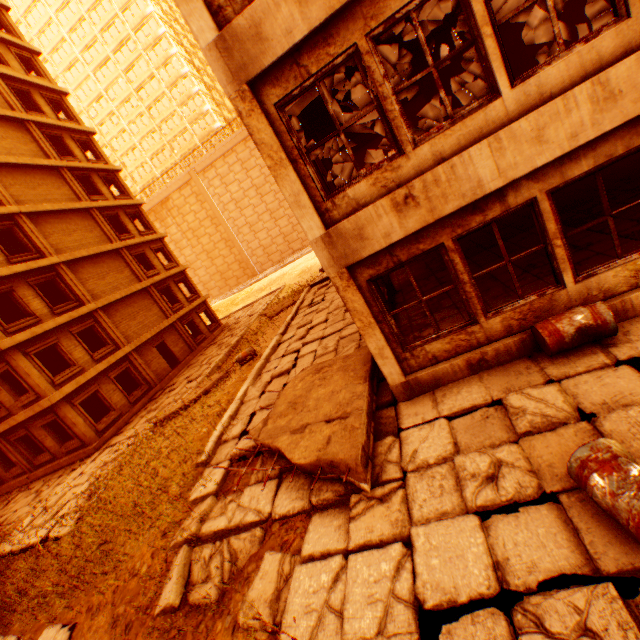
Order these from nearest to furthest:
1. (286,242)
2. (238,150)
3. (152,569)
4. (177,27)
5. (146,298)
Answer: (152,569), (146,298), (238,150), (286,242), (177,27)

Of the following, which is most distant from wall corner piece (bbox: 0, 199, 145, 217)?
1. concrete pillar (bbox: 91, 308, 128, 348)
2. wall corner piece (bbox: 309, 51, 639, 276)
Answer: wall corner piece (bbox: 309, 51, 639, 276)

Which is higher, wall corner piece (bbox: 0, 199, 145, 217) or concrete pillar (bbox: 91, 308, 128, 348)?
wall corner piece (bbox: 0, 199, 145, 217)

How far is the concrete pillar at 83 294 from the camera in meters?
18.1

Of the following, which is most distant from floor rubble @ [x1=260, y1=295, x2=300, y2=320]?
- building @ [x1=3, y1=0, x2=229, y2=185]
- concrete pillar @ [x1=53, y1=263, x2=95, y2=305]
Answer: building @ [x1=3, y1=0, x2=229, y2=185]

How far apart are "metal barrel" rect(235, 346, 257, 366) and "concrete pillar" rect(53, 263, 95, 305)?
10.83m

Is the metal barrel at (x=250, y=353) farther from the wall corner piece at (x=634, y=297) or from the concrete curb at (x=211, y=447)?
the wall corner piece at (x=634, y=297)

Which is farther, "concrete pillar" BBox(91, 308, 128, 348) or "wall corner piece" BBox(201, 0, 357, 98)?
"concrete pillar" BBox(91, 308, 128, 348)
